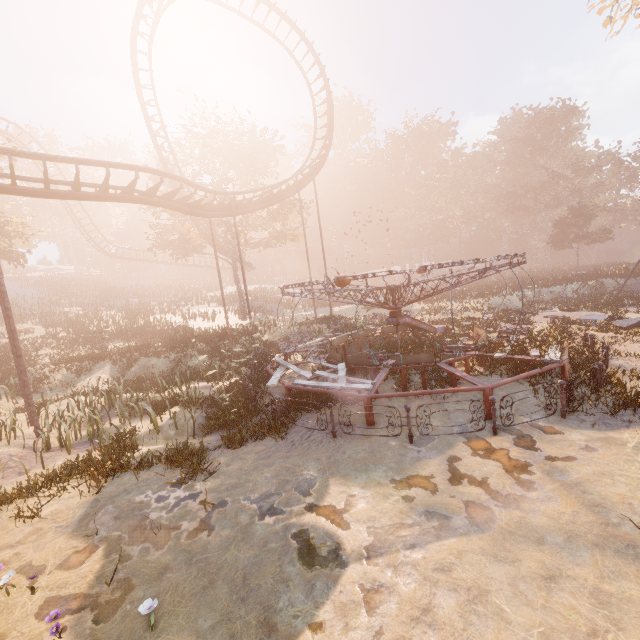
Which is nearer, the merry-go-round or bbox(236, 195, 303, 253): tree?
the merry-go-round

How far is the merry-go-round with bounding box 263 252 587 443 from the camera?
8.27m

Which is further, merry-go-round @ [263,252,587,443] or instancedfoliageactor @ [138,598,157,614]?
merry-go-round @ [263,252,587,443]

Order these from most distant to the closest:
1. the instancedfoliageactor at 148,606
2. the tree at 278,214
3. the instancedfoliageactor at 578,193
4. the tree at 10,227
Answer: the tree at 278,214 → the instancedfoliageactor at 578,193 → the tree at 10,227 → the instancedfoliageactor at 148,606

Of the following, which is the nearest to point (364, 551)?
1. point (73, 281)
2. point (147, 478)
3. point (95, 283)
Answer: point (147, 478)

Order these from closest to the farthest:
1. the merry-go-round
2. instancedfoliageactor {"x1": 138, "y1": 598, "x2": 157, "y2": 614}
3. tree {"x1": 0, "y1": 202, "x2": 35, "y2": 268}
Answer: instancedfoliageactor {"x1": 138, "y1": 598, "x2": 157, "y2": 614} → the merry-go-round → tree {"x1": 0, "y1": 202, "x2": 35, "y2": 268}

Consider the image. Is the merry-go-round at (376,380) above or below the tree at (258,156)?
below

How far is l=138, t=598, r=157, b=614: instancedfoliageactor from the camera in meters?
4.0 m
